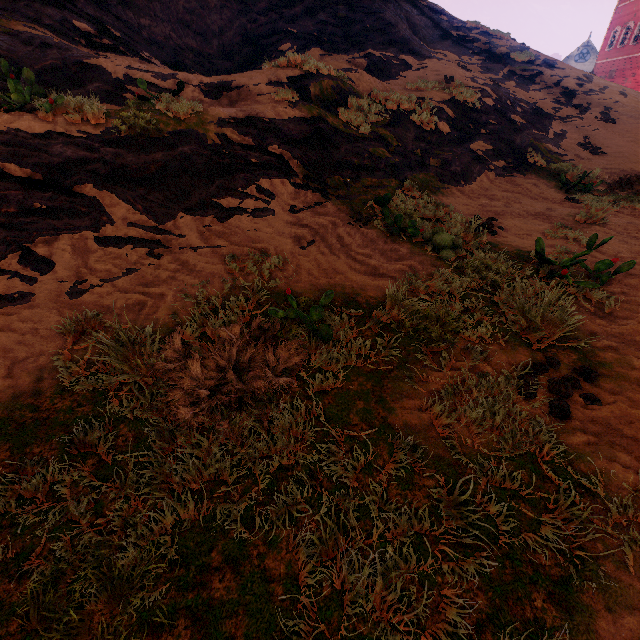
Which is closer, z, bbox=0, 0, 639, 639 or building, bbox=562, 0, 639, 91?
z, bbox=0, 0, 639, 639

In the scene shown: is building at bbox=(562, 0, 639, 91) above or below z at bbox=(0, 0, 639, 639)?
above

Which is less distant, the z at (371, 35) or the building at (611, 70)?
the z at (371, 35)

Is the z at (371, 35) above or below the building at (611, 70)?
below

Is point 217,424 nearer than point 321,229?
Yes
